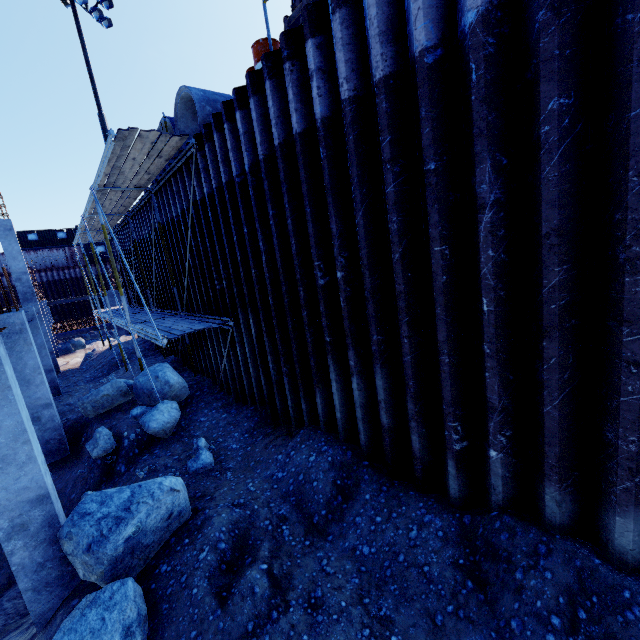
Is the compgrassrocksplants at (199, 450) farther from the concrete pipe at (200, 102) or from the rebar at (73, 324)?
the rebar at (73, 324)

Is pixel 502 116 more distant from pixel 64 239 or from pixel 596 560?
pixel 64 239

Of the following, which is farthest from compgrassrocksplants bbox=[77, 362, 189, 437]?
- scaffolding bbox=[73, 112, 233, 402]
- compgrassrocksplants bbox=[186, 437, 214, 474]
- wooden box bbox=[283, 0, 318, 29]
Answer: wooden box bbox=[283, 0, 318, 29]

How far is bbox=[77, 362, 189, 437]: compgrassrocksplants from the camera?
7.78m

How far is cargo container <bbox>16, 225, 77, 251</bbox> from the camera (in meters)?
37.09

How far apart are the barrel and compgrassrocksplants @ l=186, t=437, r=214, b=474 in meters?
6.9 m

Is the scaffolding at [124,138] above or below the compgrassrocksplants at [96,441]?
above

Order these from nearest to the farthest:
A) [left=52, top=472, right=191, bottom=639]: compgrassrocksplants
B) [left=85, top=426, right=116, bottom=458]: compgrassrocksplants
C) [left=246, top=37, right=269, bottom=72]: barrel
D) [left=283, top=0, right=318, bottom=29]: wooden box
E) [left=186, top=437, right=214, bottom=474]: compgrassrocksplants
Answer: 1. [left=52, top=472, right=191, bottom=639]: compgrassrocksplants
2. [left=283, top=0, right=318, bottom=29]: wooden box
3. [left=246, top=37, right=269, bottom=72]: barrel
4. [left=186, top=437, right=214, bottom=474]: compgrassrocksplants
5. [left=85, top=426, right=116, bottom=458]: compgrassrocksplants
